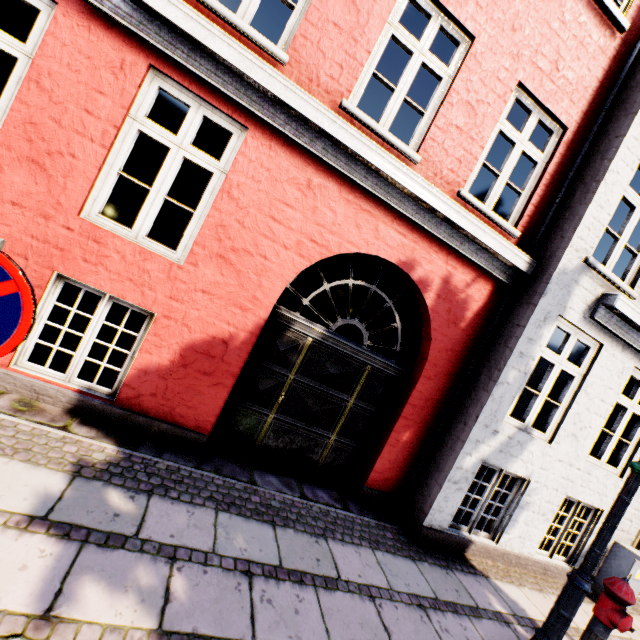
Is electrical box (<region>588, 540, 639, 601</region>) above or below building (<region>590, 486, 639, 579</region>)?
below

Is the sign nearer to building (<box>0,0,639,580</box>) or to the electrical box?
the electrical box

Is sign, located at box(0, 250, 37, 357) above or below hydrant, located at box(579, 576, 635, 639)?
above

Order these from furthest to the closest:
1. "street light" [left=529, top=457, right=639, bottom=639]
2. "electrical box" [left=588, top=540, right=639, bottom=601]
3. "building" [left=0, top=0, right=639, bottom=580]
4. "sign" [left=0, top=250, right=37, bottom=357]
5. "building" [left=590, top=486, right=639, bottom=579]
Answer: "building" [left=590, top=486, right=639, bottom=579] < "electrical box" [left=588, top=540, right=639, bottom=601] < "building" [left=0, top=0, right=639, bottom=580] < "street light" [left=529, top=457, right=639, bottom=639] < "sign" [left=0, top=250, right=37, bottom=357]

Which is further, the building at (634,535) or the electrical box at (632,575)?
the building at (634,535)

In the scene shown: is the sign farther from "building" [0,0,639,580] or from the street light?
"building" [0,0,639,580]

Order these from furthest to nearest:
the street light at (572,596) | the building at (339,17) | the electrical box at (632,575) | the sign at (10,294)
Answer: the electrical box at (632,575) → the building at (339,17) → the street light at (572,596) → the sign at (10,294)

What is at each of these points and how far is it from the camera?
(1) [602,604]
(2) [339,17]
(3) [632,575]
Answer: (1) hydrant, 3.37m
(2) building, 3.78m
(3) electrical box, 5.31m
